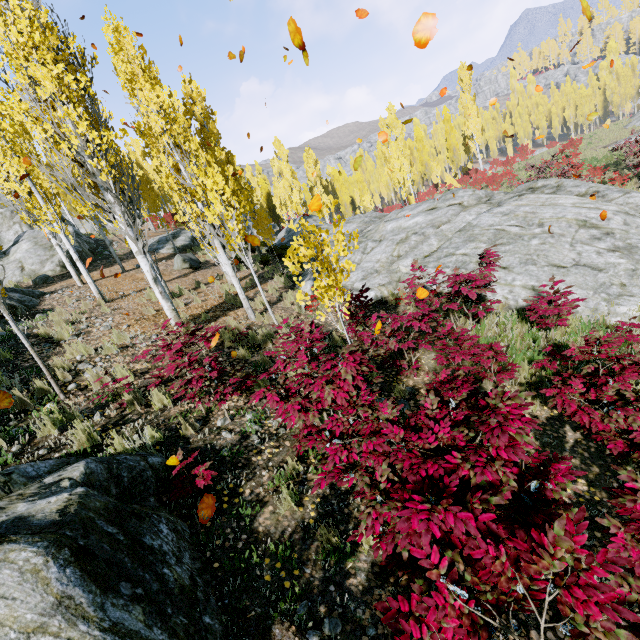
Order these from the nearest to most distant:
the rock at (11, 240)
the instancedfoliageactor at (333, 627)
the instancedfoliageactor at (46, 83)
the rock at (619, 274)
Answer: the instancedfoliageactor at (46, 83) → the instancedfoliageactor at (333, 627) → the rock at (619, 274) → the rock at (11, 240)

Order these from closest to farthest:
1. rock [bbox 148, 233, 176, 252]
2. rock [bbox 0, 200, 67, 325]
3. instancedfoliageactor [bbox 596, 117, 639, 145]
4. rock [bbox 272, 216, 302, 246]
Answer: rock [bbox 0, 200, 67, 325] < rock [bbox 148, 233, 176, 252] < rock [bbox 272, 216, 302, 246] < instancedfoliageactor [bbox 596, 117, 639, 145]

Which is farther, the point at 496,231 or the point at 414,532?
the point at 496,231

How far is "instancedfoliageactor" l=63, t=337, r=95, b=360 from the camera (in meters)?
6.86

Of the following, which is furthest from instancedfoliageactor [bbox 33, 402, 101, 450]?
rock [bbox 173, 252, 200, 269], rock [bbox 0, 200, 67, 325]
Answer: rock [bbox 173, 252, 200, 269]

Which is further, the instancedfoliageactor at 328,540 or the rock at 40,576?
the instancedfoliageactor at 328,540

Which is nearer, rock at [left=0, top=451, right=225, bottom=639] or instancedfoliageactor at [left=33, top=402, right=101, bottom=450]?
rock at [left=0, top=451, right=225, bottom=639]
